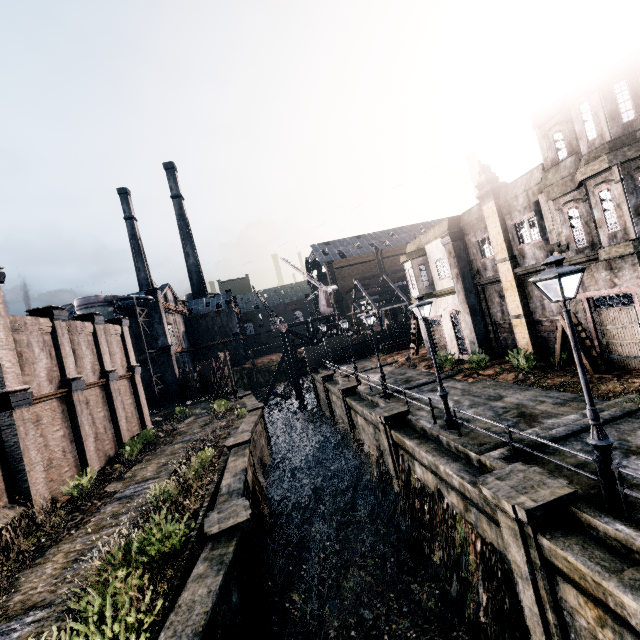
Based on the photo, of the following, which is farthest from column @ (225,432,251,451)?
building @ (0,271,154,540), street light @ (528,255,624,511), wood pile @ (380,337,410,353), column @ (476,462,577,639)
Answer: wood pile @ (380,337,410,353)

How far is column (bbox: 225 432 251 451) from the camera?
19.06m

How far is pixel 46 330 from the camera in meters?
18.8 m

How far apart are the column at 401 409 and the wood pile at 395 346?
21.5 meters

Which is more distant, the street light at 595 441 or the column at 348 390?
the column at 348 390

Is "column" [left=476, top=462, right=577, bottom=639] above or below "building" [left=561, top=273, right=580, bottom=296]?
below

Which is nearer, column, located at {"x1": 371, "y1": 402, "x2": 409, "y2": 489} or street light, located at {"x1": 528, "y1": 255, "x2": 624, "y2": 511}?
street light, located at {"x1": 528, "y1": 255, "x2": 624, "y2": 511}

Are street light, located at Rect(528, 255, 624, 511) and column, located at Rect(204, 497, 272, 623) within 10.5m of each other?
yes
